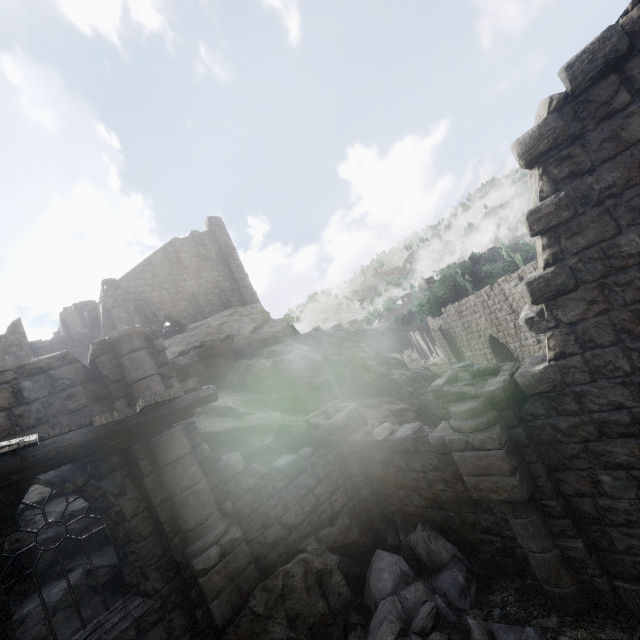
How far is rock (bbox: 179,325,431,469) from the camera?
11.1 meters

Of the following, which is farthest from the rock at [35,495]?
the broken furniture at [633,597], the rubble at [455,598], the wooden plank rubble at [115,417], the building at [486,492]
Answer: the broken furniture at [633,597]

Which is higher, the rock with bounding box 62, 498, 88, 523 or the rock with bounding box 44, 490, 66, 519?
the rock with bounding box 44, 490, 66, 519

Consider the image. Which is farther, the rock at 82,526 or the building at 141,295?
the rock at 82,526

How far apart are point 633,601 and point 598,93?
7.1m

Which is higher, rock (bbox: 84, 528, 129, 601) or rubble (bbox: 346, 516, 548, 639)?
rock (bbox: 84, 528, 129, 601)

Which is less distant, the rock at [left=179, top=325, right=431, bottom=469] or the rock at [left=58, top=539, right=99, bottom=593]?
the rock at [left=58, top=539, right=99, bottom=593]
